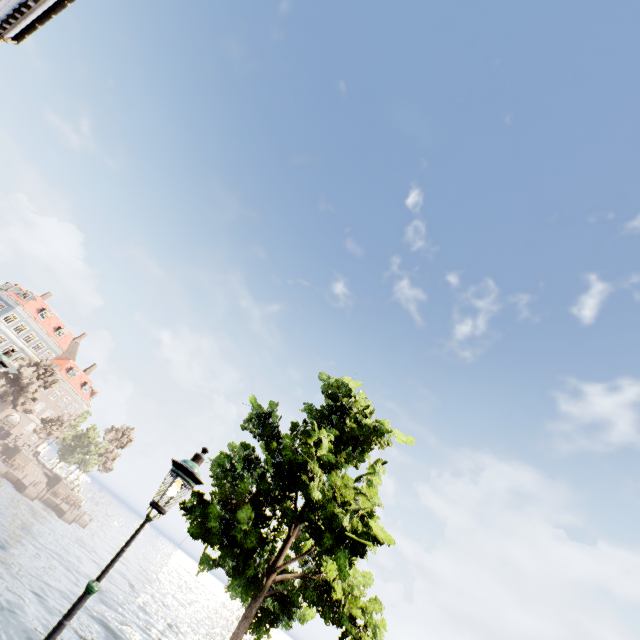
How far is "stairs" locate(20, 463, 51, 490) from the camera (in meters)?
44.80

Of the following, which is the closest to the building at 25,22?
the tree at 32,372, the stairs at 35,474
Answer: the tree at 32,372

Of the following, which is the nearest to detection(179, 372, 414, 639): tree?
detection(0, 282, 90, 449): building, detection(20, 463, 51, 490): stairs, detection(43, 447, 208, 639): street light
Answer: detection(43, 447, 208, 639): street light

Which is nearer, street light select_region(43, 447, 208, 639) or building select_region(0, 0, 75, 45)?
street light select_region(43, 447, 208, 639)

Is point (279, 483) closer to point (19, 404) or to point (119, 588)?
point (119, 588)

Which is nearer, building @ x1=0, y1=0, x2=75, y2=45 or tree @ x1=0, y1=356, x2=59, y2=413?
building @ x1=0, y1=0, x2=75, y2=45

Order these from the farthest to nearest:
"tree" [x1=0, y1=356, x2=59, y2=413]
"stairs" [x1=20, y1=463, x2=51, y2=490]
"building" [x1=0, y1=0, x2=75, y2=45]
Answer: "stairs" [x1=20, y1=463, x2=51, y2=490] → "tree" [x1=0, y1=356, x2=59, y2=413] → "building" [x1=0, y1=0, x2=75, y2=45]

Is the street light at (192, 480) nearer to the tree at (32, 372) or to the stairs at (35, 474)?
the tree at (32, 372)
